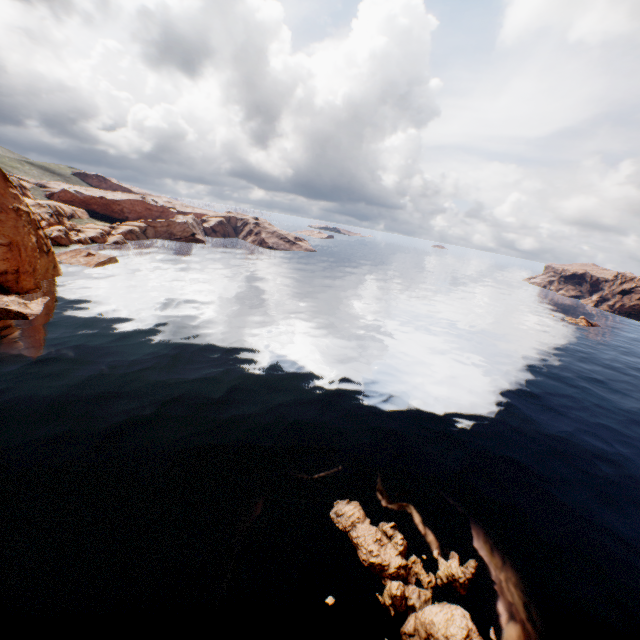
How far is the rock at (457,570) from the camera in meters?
19.3

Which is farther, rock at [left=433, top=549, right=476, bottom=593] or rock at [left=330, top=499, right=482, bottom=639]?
rock at [left=433, top=549, right=476, bottom=593]

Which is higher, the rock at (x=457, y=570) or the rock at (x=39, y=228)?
the rock at (x=39, y=228)

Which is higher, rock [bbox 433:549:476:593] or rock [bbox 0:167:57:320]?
rock [bbox 0:167:57:320]

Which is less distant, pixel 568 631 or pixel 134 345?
pixel 568 631

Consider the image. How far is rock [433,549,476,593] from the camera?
19.26m

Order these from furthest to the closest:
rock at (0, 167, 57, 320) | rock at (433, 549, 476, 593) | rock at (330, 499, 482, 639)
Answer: rock at (0, 167, 57, 320)
rock at (433, 549, 476, 593)
rock at (330, 499, 482, 639)
